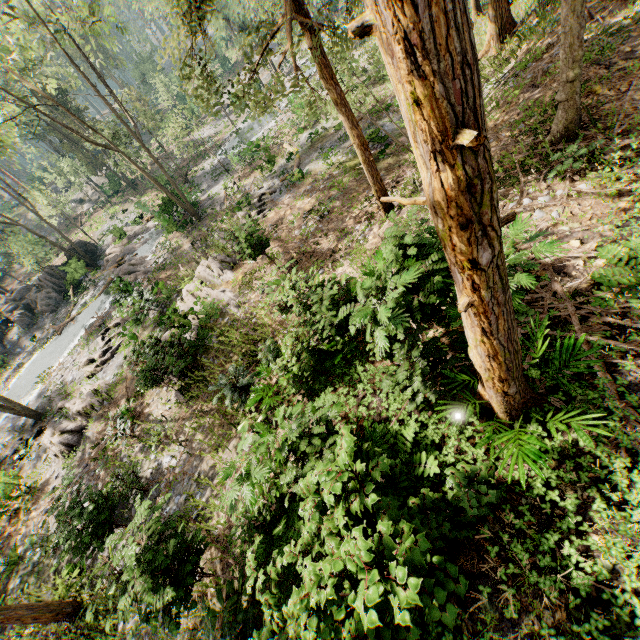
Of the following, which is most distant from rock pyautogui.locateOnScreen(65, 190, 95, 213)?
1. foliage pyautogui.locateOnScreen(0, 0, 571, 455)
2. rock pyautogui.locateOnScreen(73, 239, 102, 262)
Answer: rock pyautogui.locateOnScreen(73, 239, 102, 262)

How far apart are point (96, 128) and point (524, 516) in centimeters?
6140cm

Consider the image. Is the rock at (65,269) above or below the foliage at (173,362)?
above

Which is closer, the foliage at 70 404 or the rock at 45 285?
the foliage at 70 404

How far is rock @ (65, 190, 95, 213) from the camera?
48.47m

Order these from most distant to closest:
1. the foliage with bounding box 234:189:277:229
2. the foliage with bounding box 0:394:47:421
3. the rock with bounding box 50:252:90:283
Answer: the rock with bounding box 50:252:90:283 → the foliage with bounding box 0:394:47:421 → the foliage with bounding box 234:189:277:229

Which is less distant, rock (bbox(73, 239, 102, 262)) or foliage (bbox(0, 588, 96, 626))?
foliage (bbox(0, 588, 96, 626))

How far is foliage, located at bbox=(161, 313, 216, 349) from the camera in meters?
14.1
